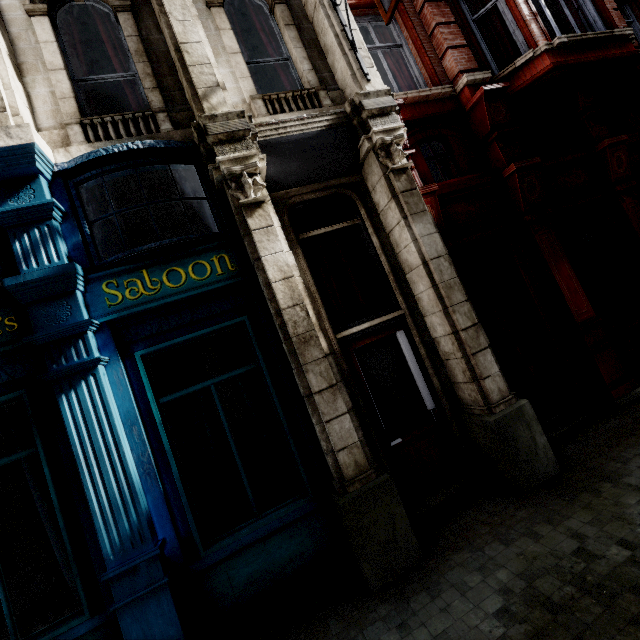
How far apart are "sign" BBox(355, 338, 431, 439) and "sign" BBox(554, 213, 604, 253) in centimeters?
407cm

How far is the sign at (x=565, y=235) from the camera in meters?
6.4 m

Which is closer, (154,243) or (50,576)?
(154,243)

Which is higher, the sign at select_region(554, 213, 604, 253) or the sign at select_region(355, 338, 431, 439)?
the sign at select_region(554, 213, 604, 253)

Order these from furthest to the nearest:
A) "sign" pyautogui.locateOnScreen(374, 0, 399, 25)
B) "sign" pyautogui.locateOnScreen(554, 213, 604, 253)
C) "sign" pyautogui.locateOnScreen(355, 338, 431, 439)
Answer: "sign" pyautogui.locateOnScreen(554, 213, 604, 253)
"sign" pyautogui.locateOnScreen(355, 338, 431, 439)
"sign" pyautogui.locateOnScreen(374, 0, 399, 25)

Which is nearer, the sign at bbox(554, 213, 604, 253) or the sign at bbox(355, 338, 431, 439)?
the sign at bbox(355, 338, 431, 439)

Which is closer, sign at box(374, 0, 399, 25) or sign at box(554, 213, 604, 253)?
sign at box(374, 0, 399, 25)

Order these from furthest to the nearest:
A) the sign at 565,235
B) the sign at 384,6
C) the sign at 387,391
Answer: the sign at 565,235, the sign at 387,391, the sign at 384,6
